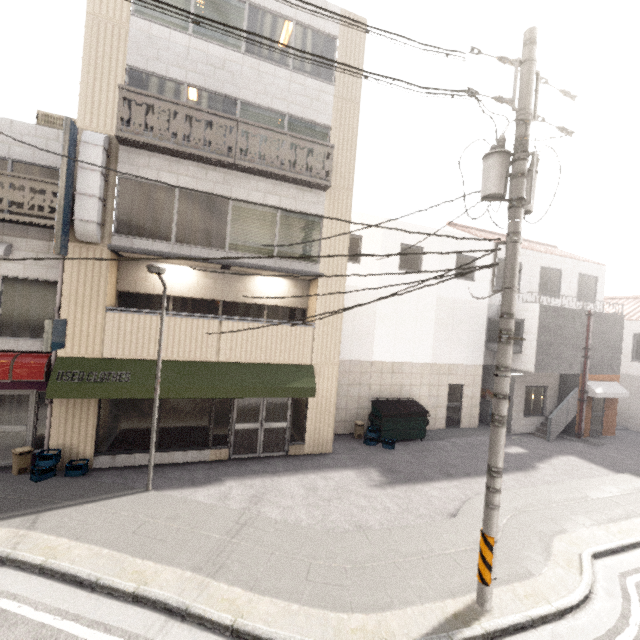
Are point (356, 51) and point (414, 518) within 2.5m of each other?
no

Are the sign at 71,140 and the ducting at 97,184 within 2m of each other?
yes

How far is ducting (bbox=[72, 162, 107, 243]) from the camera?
8.03m

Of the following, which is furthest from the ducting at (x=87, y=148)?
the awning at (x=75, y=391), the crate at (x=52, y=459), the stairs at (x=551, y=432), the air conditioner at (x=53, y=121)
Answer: the stairs at (x=551, y=432)

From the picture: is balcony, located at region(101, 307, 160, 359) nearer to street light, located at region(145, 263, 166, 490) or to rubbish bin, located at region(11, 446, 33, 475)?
street light, located at region(145, 263, 166, 490)

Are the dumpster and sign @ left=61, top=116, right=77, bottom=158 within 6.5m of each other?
no

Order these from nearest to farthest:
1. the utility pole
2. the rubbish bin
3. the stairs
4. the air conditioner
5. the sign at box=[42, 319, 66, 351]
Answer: the utility pole < the sign at box=[42, 319, 66, 351] < the rubbish bin < the air conditioner < the stairs

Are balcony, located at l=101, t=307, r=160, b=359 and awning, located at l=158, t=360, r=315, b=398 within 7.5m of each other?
yes
